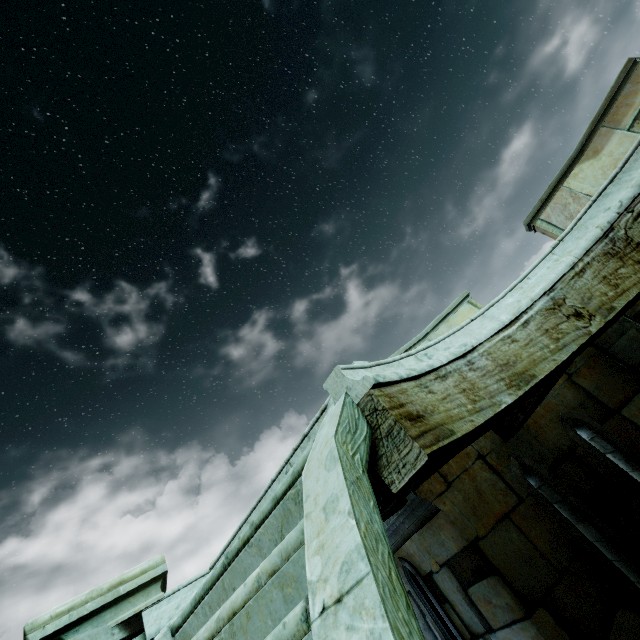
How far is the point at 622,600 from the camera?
3.3m
